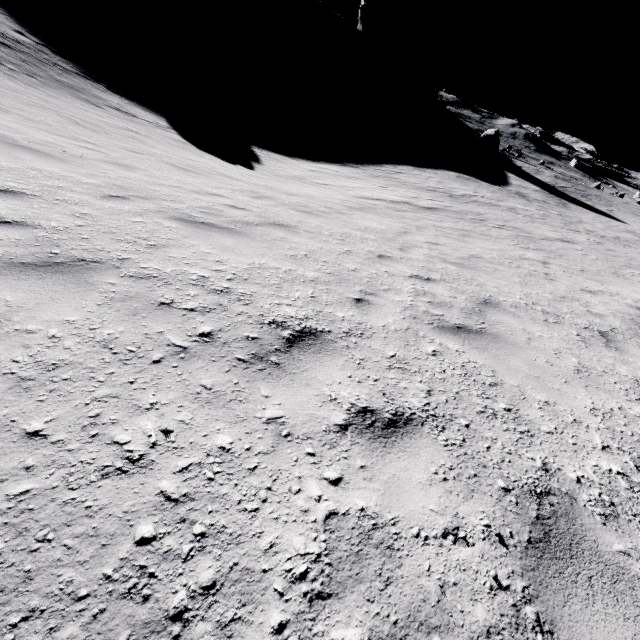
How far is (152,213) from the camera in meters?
4.8

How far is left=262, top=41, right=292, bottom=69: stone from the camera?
58.3m

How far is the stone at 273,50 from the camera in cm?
5834
